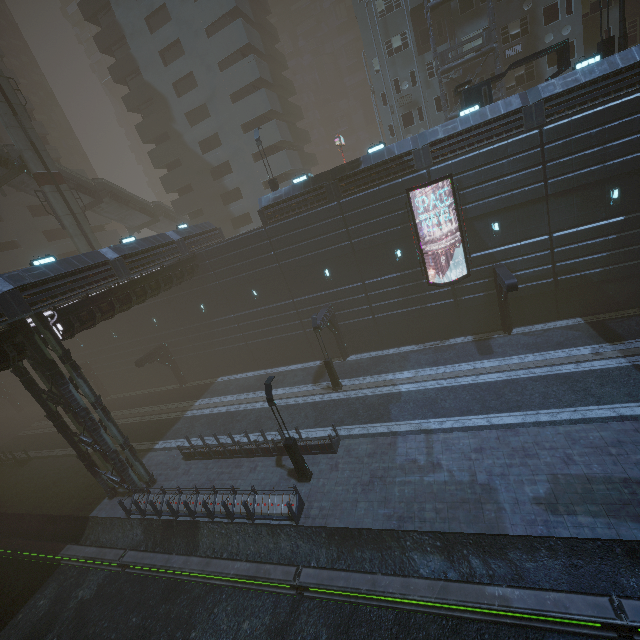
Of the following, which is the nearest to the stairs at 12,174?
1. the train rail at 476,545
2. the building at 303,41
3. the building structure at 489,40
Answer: the building at 303,41

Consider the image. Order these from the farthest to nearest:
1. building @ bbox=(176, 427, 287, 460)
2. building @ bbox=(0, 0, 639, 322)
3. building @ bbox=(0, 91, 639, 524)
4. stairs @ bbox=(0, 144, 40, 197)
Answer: stairs @ bbox=(0, 144, 40, 197) < building @ bbox=(176, 427, 287, 460) < building @ bbox=(0, 0, 639, 322) < building @ bbox=(0, 91, 639, 524)

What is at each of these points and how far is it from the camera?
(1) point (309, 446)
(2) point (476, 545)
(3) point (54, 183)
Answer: (1) building, 17.55m
(2) train rail, 11.38m
(3) sm, 27.78m

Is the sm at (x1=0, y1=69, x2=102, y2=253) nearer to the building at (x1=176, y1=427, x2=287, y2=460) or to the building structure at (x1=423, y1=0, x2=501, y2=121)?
the building at (x1=176, y1=427, x2=287, y2=460)

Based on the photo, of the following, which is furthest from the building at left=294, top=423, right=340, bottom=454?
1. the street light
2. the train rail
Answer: the street light

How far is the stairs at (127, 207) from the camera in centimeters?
3228cm

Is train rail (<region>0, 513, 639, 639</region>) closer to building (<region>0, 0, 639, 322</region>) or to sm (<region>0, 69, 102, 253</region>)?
building (<region>0, 0, 639, 322</region>)

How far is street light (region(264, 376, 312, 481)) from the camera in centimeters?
1477cm
